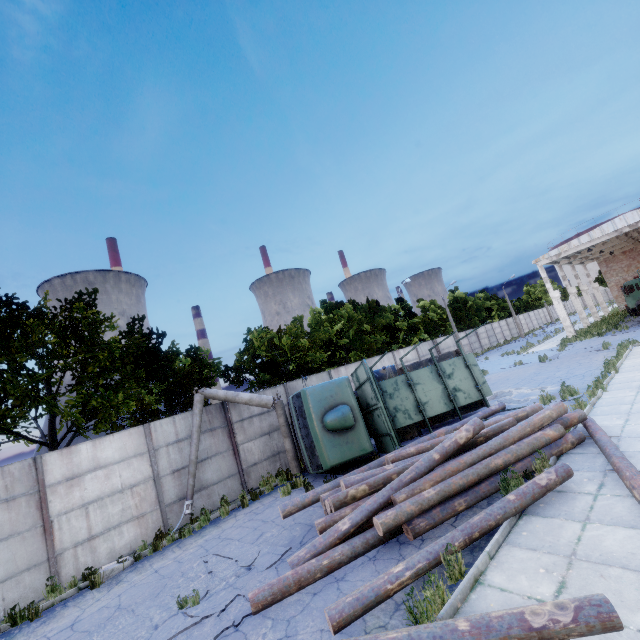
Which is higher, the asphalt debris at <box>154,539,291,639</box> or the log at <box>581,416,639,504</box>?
the log at <box>581,416,639,504</box>

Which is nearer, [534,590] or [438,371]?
[534,590]

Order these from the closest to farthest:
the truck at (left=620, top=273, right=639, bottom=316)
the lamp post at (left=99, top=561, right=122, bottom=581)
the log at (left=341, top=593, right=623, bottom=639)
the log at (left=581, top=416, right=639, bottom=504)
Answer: the log at (left=341, top=593, right=623, bottom=639)
the log at (left=581, top=416, right=639, bottom=504)
the lamp post at (left=99, top=561, right=122, bottom=581)
the truck at (left=620, top=273, right=639, bottom=316)

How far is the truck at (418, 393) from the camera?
10.83m

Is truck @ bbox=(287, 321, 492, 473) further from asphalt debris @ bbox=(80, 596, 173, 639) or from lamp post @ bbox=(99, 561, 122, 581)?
lamp post @ bbox=(99, 561, 122, 581)

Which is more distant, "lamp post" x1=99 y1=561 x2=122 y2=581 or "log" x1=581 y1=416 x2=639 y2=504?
"lamp post" x1=99 y1=561 x2=122 y2=581

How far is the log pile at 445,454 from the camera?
6.1 meters

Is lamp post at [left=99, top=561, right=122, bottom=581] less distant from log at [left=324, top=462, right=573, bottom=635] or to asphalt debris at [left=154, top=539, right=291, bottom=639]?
asphalt debris at [left=154, top=539, right=291, bottom=639]
